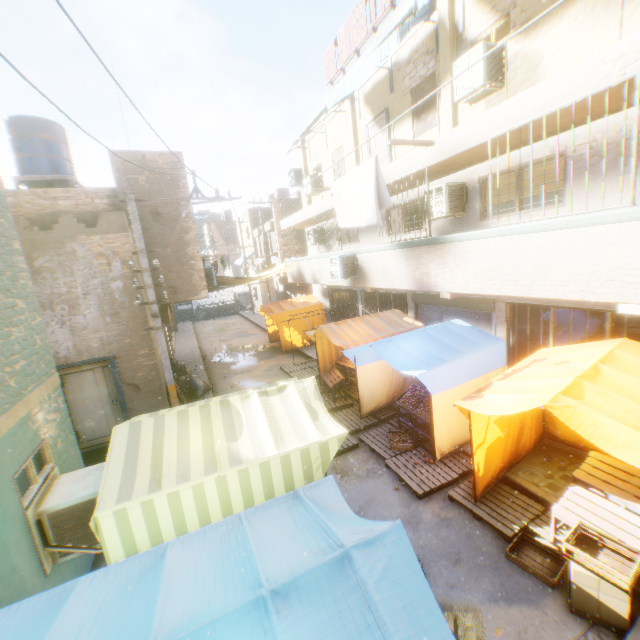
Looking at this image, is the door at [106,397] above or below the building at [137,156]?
below

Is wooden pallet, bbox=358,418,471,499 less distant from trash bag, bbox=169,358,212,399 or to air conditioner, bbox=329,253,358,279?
trash bag, bbox=169,358,212,399

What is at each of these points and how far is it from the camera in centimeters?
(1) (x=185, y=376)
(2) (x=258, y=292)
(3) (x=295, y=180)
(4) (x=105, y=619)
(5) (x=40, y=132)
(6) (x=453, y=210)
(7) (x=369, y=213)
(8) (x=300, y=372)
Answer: (1) trash bag, 1229cm
(2) building, 3347cm
(3) air conditioner, 1736cm
(4) tent, 227cm
(5) water tank, 1028cm
(6) air conditioner, 836cm
(7) dryer, 800cm
(8) wooden pallet, 1363cm

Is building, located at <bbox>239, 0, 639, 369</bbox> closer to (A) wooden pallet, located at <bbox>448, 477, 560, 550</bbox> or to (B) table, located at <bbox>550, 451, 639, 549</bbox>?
(A) wooden pallet, located at <bbox>448, 477, 560, 550</bbox>

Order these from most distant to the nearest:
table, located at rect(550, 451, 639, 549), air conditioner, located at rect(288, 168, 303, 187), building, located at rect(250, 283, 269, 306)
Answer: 1. building, located at rect(250, 283, 269, 306)
2. air conditioner, located at rect(288, 168, 303, 187)
3. table, located at rect(550, 451, 639, 549)

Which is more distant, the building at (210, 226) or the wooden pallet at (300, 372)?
the building at (210, 226)

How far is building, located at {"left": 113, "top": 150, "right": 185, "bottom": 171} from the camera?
10.11m

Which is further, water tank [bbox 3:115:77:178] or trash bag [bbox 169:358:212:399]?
trash bag [bbox 169:358:212:399]
